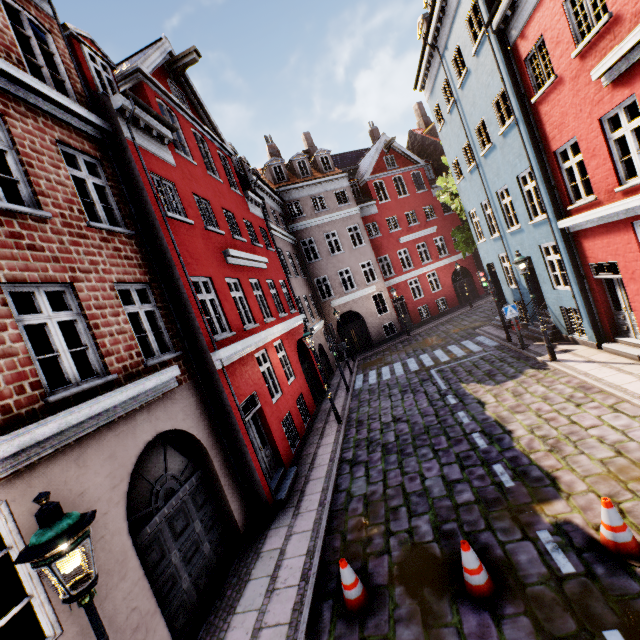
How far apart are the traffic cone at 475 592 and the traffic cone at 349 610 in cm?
128

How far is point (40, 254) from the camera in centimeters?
518cm

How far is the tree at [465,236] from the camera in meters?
20.0

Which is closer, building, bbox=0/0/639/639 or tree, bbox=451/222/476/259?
building, bbox=0/0/639/639

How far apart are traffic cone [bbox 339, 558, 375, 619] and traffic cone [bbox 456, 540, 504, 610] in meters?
1.3

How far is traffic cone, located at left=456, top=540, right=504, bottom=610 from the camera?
4.5 meters

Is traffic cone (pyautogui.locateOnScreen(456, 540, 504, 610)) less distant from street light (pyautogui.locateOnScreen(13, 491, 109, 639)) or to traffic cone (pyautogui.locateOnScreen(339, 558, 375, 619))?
traffic cone (pyautogui.locateOnScreen(339, 558, 375, 619))

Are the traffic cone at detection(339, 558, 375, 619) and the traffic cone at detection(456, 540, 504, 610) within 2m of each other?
yes
